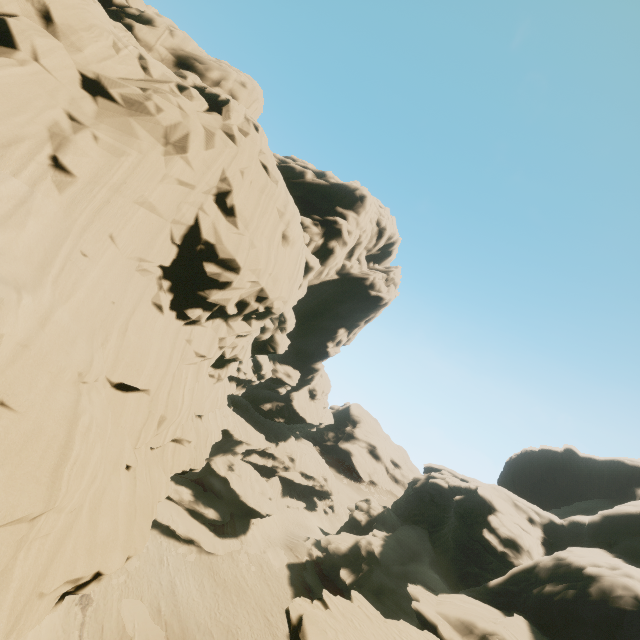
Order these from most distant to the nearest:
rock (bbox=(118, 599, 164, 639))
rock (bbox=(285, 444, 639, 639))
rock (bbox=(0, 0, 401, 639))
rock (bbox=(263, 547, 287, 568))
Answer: rock (bbox=(263, 547, 287, 568))
rock (bbox=(118, 599, 164, 639))
rock (bbox=(285, 444, 639, 639))
rock (bbox=(0, 0, 401, 639))

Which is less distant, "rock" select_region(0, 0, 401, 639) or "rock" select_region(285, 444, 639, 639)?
"rock" select_region(0, 0, 401, 639)

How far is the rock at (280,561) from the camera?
35.0 meters

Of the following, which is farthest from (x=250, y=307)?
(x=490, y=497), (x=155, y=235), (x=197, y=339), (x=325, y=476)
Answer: (x=325, y=476)

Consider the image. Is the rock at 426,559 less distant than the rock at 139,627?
Yes

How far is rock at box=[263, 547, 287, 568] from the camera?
35.0m

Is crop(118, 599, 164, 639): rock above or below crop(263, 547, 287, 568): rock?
below
